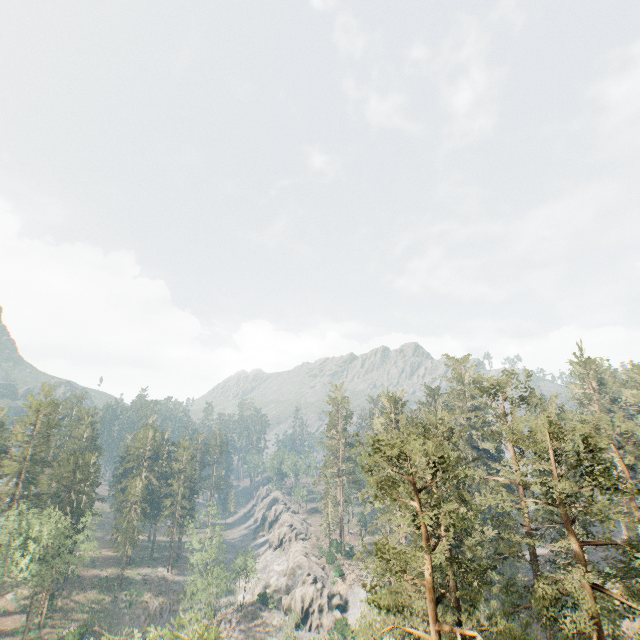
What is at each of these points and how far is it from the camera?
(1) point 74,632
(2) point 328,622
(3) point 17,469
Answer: (1) rock, 47.5 meters
(2) rock, 52.2 meters
(3) foliage, 59.7 meters

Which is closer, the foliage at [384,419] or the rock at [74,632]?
the foliage at [384,419]

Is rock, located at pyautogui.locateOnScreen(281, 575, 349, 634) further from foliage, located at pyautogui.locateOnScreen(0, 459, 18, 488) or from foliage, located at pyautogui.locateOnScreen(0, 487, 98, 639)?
foliage, located at pyautogui.locateOnScreen(0, 459, 18, 488)

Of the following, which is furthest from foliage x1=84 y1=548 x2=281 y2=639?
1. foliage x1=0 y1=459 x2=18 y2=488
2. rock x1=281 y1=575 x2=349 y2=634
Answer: rock x1=281 y1=575 x2=349 y2=634

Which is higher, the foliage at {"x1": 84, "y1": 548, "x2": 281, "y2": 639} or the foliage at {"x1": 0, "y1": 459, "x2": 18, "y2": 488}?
the foliage at {"x1": 0, "y1": 459, "x2": 18, "y2": 488}

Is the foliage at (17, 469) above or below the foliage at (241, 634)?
above

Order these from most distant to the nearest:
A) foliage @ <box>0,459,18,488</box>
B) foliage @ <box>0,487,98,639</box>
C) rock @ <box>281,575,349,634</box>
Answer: foliage @ <box>0,459,18,488</box>, rock @ <box>281,575,349,634</box>, foliage @ <box>0,487,98,639</box>

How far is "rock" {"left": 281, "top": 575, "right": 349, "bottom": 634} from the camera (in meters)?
52.25
